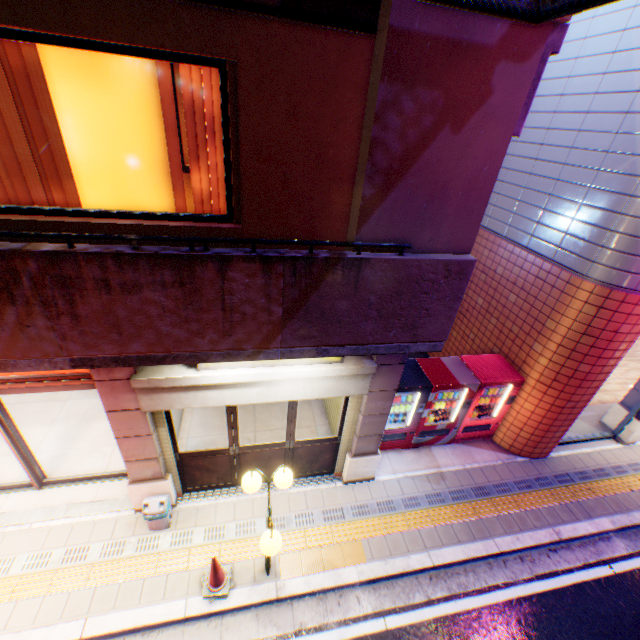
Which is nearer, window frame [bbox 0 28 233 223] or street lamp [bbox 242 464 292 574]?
window frame [bbox 0 28 233 223]

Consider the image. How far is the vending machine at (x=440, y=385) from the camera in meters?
6.8

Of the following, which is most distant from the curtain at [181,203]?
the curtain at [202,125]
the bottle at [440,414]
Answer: the bottle at [440,414]

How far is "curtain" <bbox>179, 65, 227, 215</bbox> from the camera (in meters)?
3.43

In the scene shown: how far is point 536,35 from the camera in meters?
2.5

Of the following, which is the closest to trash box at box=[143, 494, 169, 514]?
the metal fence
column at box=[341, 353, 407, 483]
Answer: column at box=[341, 353, 407, 483]

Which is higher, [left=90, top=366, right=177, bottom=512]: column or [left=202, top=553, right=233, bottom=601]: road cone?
[left=90, top=366, right=177, bottom=512]: column

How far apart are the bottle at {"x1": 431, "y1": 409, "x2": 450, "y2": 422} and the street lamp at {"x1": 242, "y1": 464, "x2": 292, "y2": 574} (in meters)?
4.01
